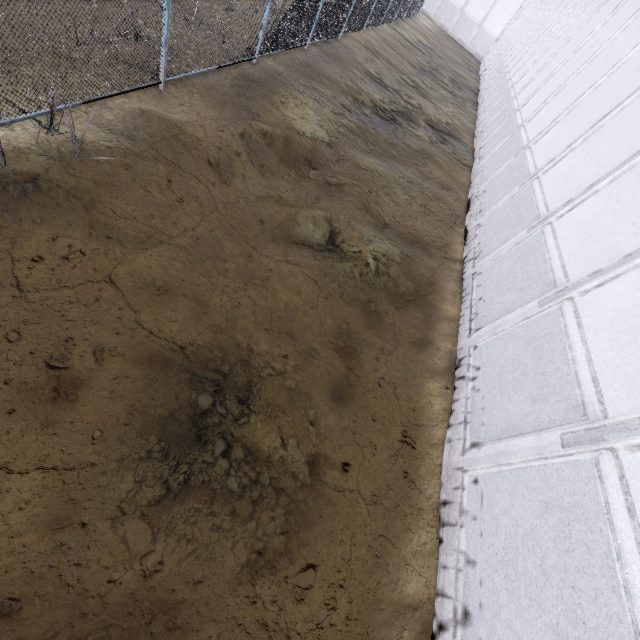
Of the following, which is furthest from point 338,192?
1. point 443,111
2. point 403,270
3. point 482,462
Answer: point 443,111
